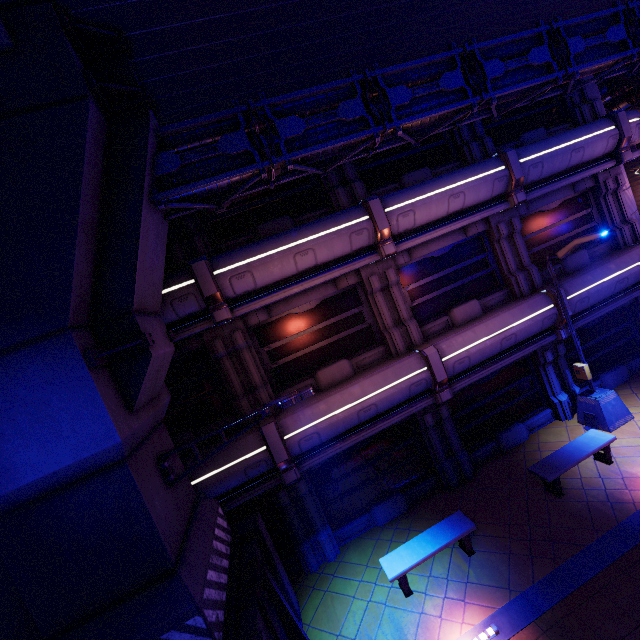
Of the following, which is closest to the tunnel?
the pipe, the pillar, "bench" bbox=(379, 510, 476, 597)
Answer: the pipe

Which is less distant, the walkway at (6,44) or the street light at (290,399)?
the walkway at (6,44)

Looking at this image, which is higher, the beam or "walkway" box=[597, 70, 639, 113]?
"walkway" box=[597, 70, 639, 113]

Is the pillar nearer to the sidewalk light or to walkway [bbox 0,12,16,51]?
walkway [bbox 0,12,16,51]

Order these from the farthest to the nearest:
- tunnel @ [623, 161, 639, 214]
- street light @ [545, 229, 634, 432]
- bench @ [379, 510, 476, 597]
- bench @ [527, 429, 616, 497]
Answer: tunnel @ [623, 161, 639, 214] < street light @ [545, 229, 634, 432] < bench @ [527, 429, 616, 497] < bench @ [379, 510, 476, 597]

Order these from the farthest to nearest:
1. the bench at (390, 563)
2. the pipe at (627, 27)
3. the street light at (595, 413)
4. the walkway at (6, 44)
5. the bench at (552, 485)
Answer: the street light at (595, 413)
the bench at (552, 485)
the bench at (390, 563)
the pipe at (627, 27)
the walkway at (6, 44)

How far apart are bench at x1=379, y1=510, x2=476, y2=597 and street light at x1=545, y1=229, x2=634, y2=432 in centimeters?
559cm

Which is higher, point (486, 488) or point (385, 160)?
point (385, 160)
